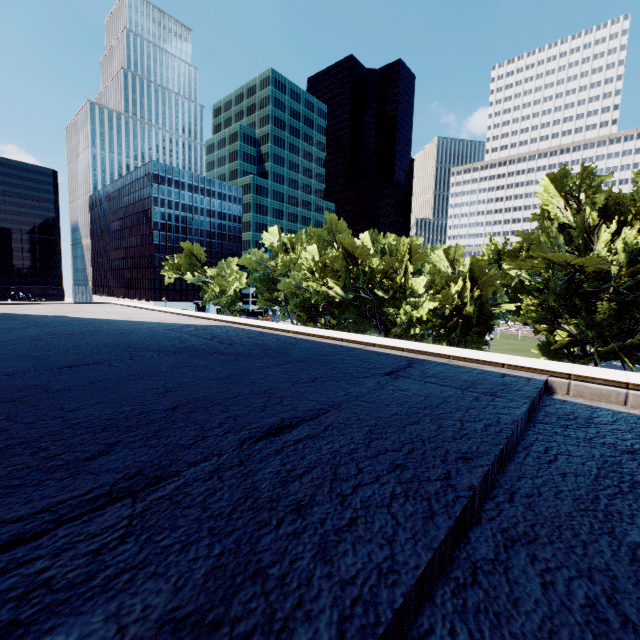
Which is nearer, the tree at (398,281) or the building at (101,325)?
the building at (101,325)

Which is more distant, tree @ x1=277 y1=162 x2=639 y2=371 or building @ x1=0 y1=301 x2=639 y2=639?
tree @ x1=277 y1=162 x2=639 y2=371

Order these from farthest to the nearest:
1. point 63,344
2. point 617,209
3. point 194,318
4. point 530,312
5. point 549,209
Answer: point 530,312
point 549,209
point 617,209
point 194,318
point 63,344
